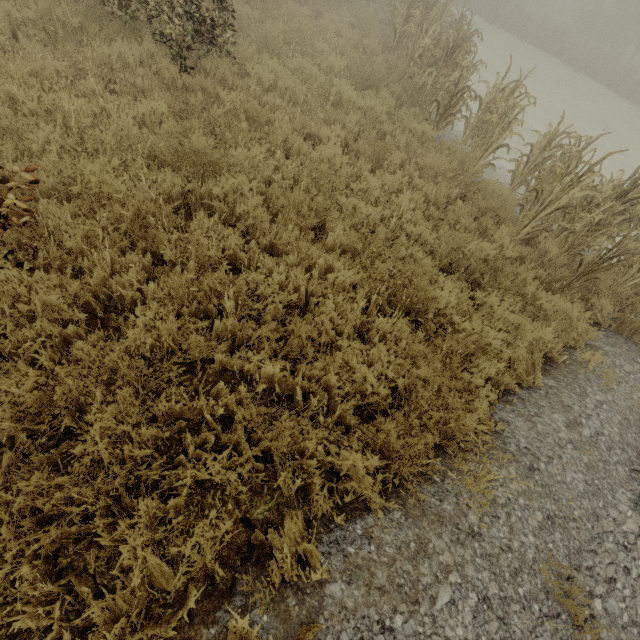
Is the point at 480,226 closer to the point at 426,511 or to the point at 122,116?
the point at 426,511

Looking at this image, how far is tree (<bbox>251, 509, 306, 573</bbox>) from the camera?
2.3m

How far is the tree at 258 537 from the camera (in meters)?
2.26
